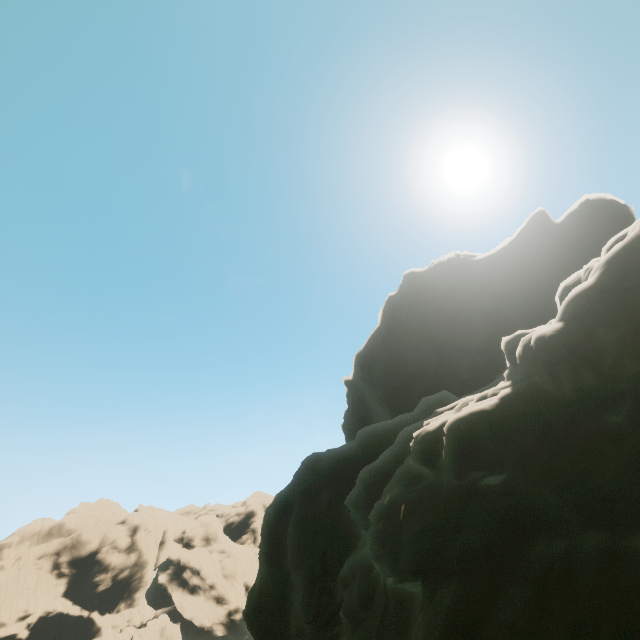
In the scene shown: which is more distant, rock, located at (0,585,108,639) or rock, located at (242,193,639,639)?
rock, located at (0,585,108,639)

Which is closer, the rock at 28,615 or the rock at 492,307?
the rock at 492,307

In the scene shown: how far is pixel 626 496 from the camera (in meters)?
7.45
